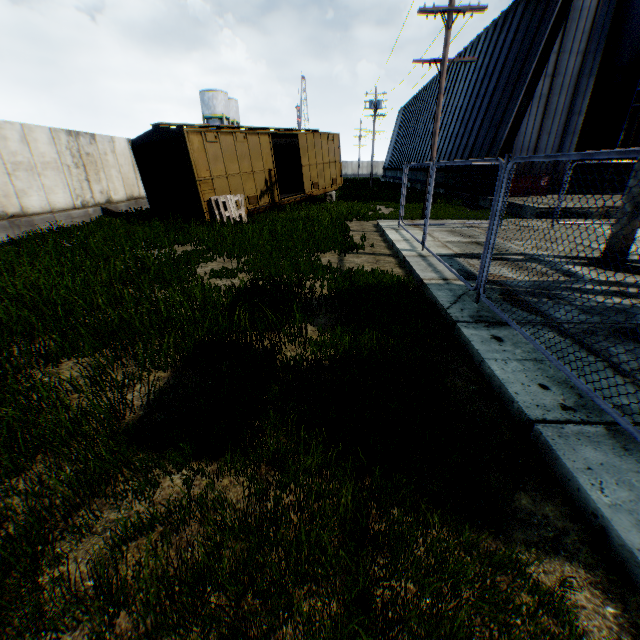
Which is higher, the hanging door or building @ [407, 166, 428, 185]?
the hanging door

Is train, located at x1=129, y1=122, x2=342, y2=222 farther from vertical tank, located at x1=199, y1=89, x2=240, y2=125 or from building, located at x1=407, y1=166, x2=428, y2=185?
vertical tank, located at x1=199, y1=89, x2=240, y2=125

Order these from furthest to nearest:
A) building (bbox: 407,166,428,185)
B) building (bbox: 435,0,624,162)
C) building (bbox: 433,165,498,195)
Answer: building (bbox: 407,166,428,185), building (bbox: 433,165,498,195), building (bbox: 435,0,624,162)

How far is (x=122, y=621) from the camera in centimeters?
176cm

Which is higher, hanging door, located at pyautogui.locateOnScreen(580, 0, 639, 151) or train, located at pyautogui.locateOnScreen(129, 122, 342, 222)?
hanging door, located at pyautogui.locateOnScreen(580, 0, 639, 151)

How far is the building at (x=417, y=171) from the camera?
31.9m

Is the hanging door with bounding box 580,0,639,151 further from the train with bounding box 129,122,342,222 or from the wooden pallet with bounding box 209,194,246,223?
the wooden pallet with bounding box 209,194,246,223
